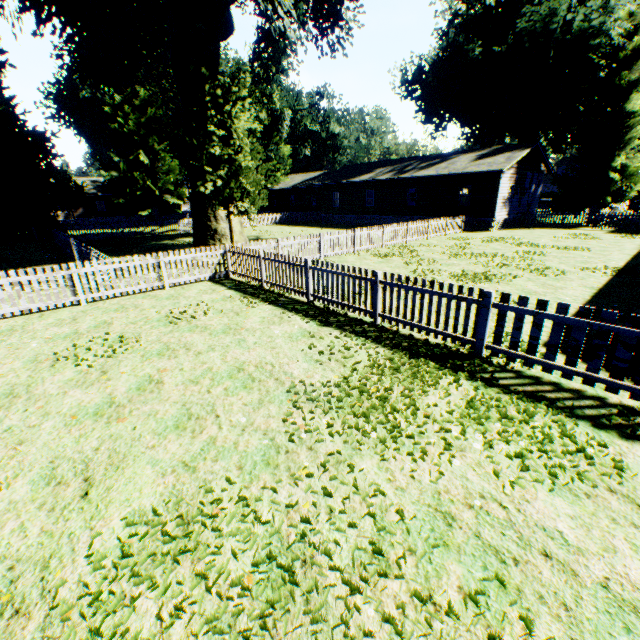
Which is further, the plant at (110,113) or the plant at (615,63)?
the plant at (615,63)

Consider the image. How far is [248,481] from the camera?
3.54m

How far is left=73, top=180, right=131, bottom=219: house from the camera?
49.3m

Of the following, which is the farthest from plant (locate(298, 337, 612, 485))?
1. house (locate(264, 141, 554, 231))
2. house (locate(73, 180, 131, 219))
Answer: house (locate(73, 180, 131, 219))

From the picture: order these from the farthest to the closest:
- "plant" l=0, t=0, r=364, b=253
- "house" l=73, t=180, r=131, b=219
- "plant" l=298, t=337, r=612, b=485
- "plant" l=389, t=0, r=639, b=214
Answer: "house" l=73, t=180, r=131, b=219, "plant" l=389, t=0, r=639, b=214, "plant" l=0, t=0, r=364, b=253, "plant" l=298, t=337, r=612, b=485

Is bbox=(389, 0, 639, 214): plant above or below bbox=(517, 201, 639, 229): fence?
above

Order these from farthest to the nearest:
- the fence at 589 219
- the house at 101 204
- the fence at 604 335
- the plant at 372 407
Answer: the house at 101 204
the fence at 589 219
the fence at 604 335
the plant at 372 407
